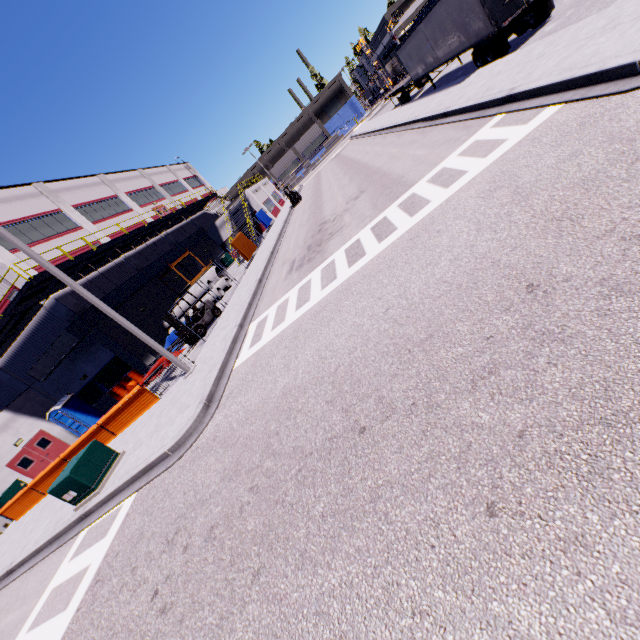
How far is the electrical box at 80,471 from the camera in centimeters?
979cm

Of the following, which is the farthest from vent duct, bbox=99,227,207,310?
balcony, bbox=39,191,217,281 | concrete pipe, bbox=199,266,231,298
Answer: concrete pipe, bbox=199,266,231,298

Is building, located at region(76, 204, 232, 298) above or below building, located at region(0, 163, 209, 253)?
below

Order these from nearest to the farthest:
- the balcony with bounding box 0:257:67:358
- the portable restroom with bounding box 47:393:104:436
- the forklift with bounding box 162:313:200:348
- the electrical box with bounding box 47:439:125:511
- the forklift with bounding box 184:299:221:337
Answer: the electrical box with bounding box 47:439:125:511 → the balcony with bounding box 0:257:67:358 → the forklift with bounding box 162:313:200:348 → the forklift with bounding box 184:299:221:337 → the portable restroom with bounding box 47:393:104:436

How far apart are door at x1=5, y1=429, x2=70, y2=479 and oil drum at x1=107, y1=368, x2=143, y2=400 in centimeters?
615cm

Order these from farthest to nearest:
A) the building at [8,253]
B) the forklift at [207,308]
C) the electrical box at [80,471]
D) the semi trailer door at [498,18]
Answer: the building at [8,253] < the forklift at [207,308] < the semi trailer door at [498,18] < the electrical box at [80,471]

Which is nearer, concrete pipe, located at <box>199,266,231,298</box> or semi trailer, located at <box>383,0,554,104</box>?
semi trailer, located at <box>383,0,554,104</box>

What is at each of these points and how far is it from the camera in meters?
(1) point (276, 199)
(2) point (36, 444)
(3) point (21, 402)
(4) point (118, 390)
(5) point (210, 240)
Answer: (1) building, 51.2
(2) door, 21.7
(3) building, 22.3
(4) oil drum, 22.3
(5) building, 42.1
